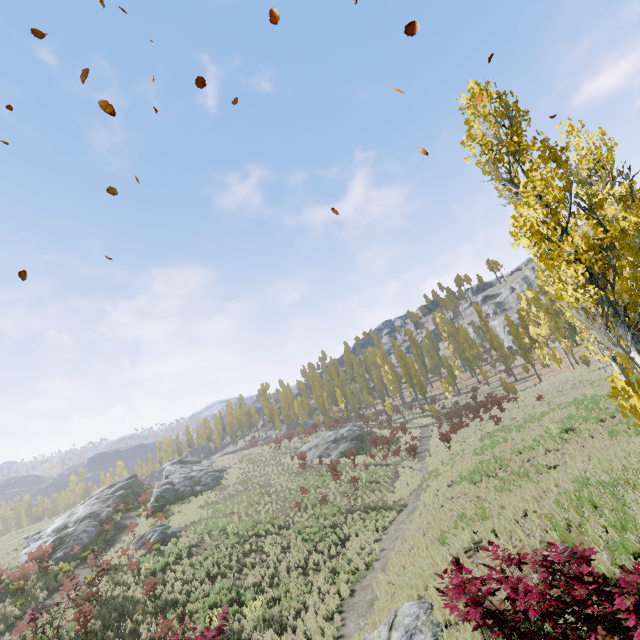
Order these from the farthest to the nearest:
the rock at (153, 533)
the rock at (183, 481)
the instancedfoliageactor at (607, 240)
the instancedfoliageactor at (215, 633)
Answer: the rock at (183, 481) → the rock at (153, 533) → the instancedfoliageactor at (215, 633) → the instancedfoliageactor at (607, 240)

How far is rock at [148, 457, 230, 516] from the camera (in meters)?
30.77

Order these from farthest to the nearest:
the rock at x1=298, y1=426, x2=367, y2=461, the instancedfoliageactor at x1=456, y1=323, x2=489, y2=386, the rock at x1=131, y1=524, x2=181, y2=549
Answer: the instancedfoliageactor at x1=456, y1=323, x2=489, y2=386 < the rock at x1=298, y1=426, x2=367, y2=461 < the rock at x1=131, y1=524, x2=181, y2=549

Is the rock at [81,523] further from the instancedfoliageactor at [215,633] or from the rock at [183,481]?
the instancedfoliageactor at [215,633]

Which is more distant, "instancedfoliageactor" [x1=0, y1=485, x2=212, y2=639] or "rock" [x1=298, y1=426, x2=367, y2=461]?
"rock" [x1=298, y1=426, x2=367, y2=461]

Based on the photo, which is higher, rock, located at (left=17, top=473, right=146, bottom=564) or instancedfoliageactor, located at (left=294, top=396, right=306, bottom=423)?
instancedfoliageactor, located at (left=294, top=396, right=306, bottom=423)

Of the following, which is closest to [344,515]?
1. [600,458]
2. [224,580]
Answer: [224,580]

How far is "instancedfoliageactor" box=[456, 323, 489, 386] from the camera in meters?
52.6
